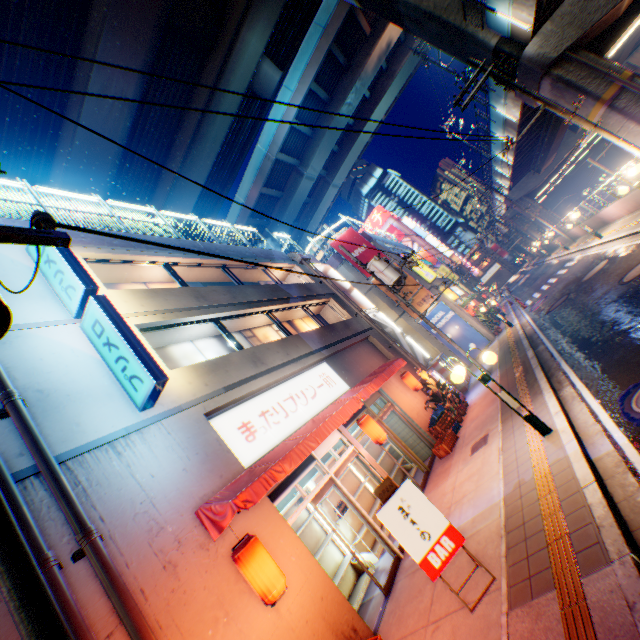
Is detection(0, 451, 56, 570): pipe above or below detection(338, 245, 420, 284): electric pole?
below

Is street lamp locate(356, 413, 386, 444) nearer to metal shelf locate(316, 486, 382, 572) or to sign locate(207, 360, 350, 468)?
sign locate(207, 360, 350, 468)

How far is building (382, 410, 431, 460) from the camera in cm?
1258

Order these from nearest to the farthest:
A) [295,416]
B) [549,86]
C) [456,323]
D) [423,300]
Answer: [295,416]
[549,86]
[456,323]
[423,300]

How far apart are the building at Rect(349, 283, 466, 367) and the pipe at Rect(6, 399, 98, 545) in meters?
20.7

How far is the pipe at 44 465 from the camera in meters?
4.3

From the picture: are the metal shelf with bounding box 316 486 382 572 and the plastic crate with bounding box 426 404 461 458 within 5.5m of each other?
yes

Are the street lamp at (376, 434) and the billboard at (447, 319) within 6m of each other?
no
